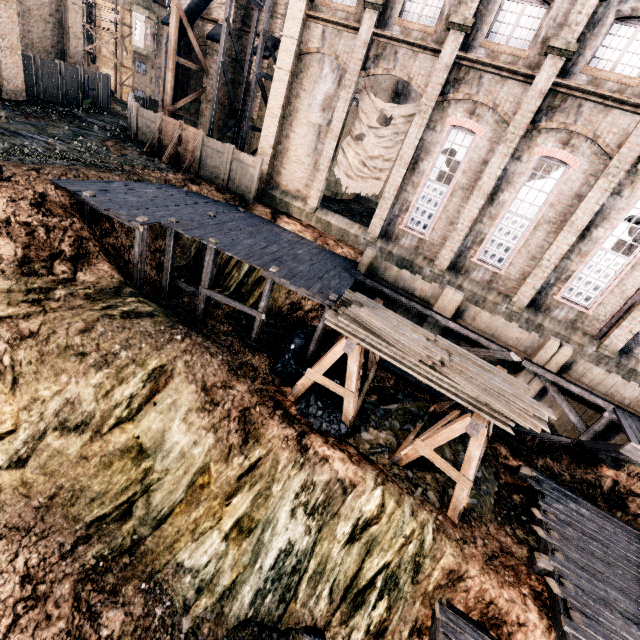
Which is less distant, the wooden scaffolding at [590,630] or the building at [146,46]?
the wooden scaffolding at [590,630]

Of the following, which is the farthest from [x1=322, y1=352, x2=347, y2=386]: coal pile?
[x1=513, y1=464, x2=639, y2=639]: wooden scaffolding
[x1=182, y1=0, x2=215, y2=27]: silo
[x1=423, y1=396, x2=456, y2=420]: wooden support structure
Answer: [x1=182, y1=0, x2=215, y2=27]: silo

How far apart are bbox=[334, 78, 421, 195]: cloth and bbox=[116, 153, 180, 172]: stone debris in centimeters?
1070cm

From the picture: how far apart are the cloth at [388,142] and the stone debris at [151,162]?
10.7 meters

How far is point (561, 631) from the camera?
9.2m

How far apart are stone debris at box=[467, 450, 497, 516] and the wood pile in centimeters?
350cm
